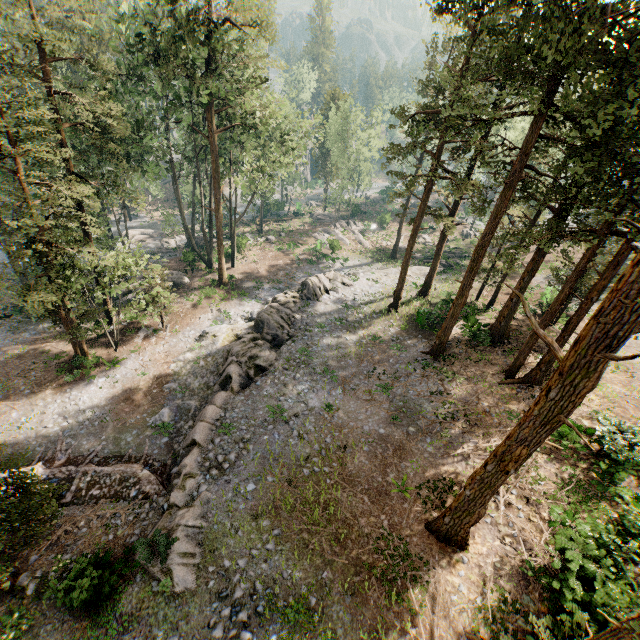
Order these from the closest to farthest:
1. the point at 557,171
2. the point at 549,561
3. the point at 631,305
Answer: the point at 631,305 < the point at 549,561 < the point at 557,171

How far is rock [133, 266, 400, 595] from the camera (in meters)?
12.17

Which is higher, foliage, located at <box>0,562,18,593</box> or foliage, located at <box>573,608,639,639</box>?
foliage, located at <box>573,608,639,639</box>

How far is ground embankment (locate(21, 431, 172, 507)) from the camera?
15.75m

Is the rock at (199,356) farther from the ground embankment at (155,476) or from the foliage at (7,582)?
the foliage at (7,582)

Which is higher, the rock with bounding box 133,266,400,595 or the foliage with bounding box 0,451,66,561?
the foliage with bounding box 0,451,66,561

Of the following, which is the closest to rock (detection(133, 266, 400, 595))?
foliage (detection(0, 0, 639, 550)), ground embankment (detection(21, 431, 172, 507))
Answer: ground embankment (detection(21, 431, 172, 507))
